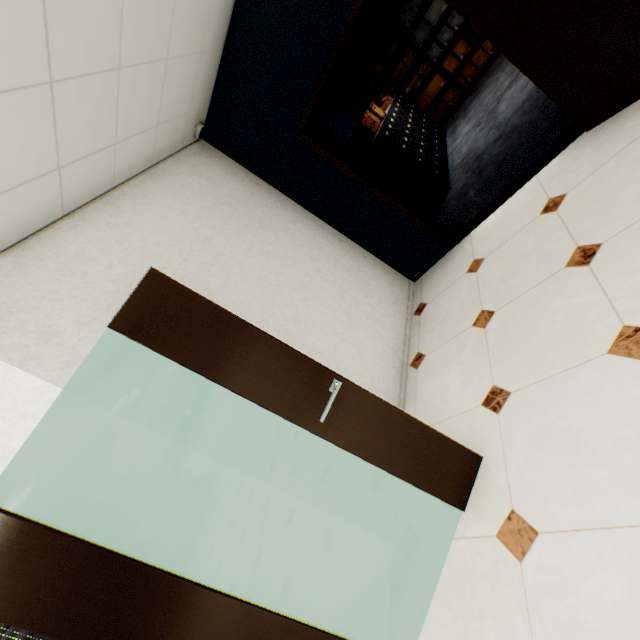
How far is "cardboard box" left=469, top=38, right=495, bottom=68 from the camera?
6.38m

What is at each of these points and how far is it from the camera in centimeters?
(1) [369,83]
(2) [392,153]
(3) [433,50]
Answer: (1) cardboard box, 722cm
(2) file cabinet, 471cm
(3) cardboard box, 661cm

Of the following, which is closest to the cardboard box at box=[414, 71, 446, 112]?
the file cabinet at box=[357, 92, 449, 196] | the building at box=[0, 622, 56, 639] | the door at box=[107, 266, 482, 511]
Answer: the file cabinet at box=[357, 92, 449, 196]

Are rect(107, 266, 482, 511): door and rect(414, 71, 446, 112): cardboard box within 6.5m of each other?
no

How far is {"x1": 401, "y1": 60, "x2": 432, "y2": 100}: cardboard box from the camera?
6.8m

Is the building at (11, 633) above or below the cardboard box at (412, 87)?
above

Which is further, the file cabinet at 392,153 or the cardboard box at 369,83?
the cardboard box at 369,83

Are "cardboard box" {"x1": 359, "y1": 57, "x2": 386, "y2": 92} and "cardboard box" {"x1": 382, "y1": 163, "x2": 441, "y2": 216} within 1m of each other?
no
